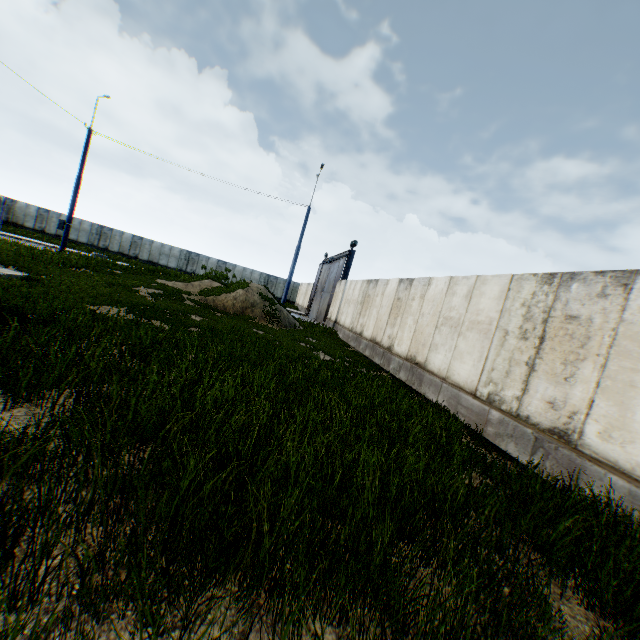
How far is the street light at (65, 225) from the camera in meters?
18.6

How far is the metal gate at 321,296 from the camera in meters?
24.0 m

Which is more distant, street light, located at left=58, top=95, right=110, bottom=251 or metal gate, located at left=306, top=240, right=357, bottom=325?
metal gate, located at left=306, top=240, right=357, bottom=325

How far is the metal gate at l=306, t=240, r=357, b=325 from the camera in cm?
2400

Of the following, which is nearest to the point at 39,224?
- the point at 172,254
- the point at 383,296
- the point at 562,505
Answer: the point at 172,254

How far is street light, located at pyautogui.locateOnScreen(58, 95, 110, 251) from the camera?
18.6m
